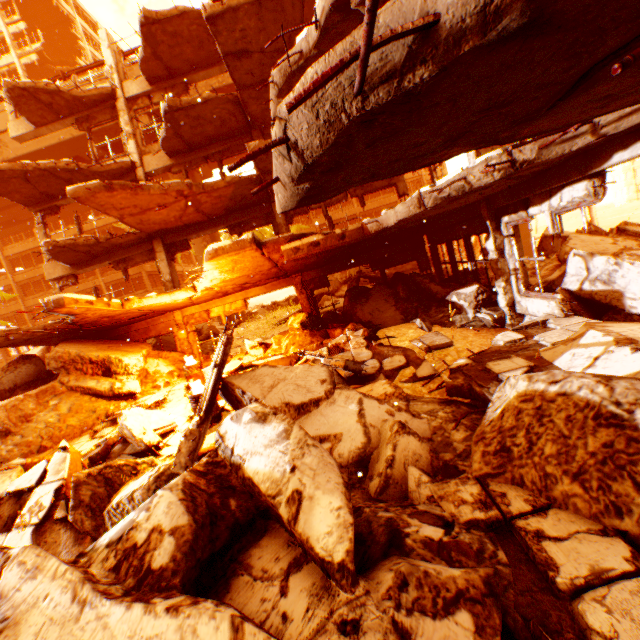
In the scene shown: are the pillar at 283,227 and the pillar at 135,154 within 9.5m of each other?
yes

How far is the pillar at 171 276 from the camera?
12.70m

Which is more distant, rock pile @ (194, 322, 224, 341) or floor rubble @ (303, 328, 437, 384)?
rock pile @ (194, 322, 224, 341)

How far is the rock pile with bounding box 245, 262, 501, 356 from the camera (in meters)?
8.26

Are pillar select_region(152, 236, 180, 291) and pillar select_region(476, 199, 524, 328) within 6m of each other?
no

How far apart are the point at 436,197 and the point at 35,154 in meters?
27.3 m

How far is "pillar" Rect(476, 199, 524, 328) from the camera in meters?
7.1 m

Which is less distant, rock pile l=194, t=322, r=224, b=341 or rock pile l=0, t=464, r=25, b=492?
rock pile l=0, t=464, r=25, b=492
